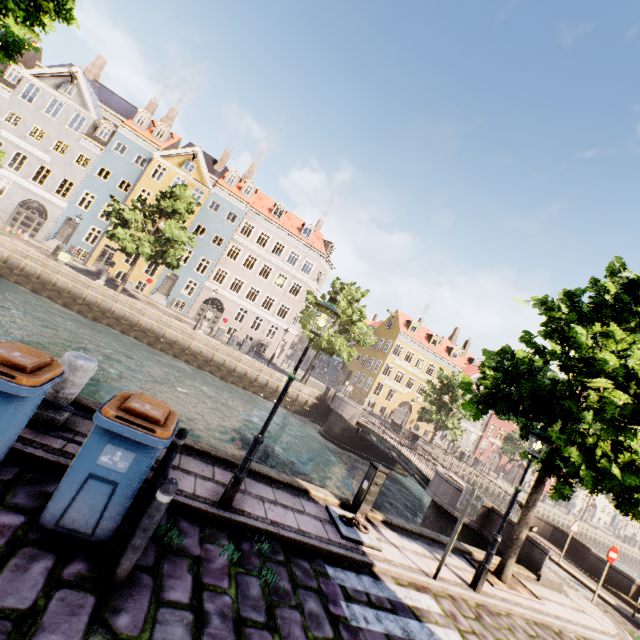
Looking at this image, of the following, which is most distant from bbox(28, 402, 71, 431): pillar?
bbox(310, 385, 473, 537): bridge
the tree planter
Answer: bbox(310, 385, 473, 537): bridge

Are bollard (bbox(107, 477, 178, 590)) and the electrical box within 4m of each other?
no

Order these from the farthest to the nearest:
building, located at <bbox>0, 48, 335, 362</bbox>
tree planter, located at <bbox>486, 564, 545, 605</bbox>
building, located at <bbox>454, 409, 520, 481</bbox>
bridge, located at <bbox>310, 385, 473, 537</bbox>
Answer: building, located at <bbox>454, 409, 520, 481</bbox>
building, located at <bbox>0, 48, 335, 362</bbox>
bridge, located at <bbox>310, 385, 473, 537</bbox>
tree planter, located at <bbox>486, 564, 545, 605</bbox>

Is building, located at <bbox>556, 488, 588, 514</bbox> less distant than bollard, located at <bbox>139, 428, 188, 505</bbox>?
No

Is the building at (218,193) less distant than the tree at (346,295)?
No

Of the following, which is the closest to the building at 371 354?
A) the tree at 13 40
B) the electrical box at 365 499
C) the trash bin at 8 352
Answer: the tree at 13 40

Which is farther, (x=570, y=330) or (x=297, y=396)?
(x=297, y=396)

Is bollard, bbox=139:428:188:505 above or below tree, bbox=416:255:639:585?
below
